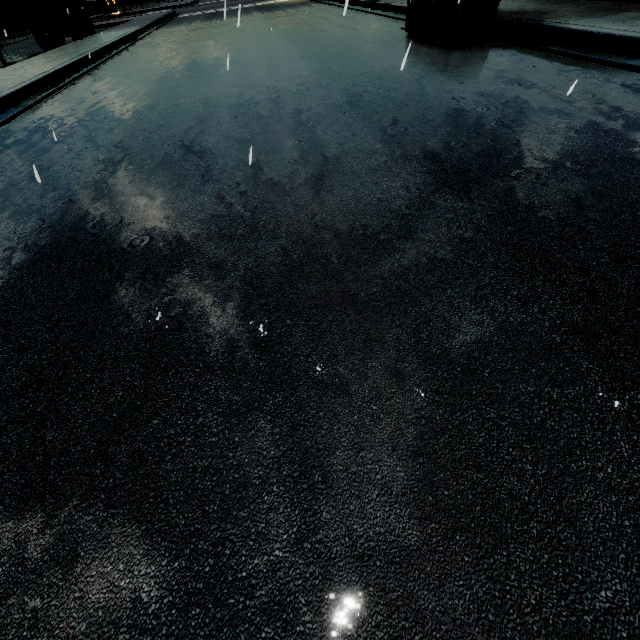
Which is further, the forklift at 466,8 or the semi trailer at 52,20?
the semi trailer at 52,20

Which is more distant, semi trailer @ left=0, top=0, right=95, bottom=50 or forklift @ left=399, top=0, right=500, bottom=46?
semi trailer @ left=0, top=0, right=95, bottom=50

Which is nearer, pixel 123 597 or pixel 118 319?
pixel 123 597
